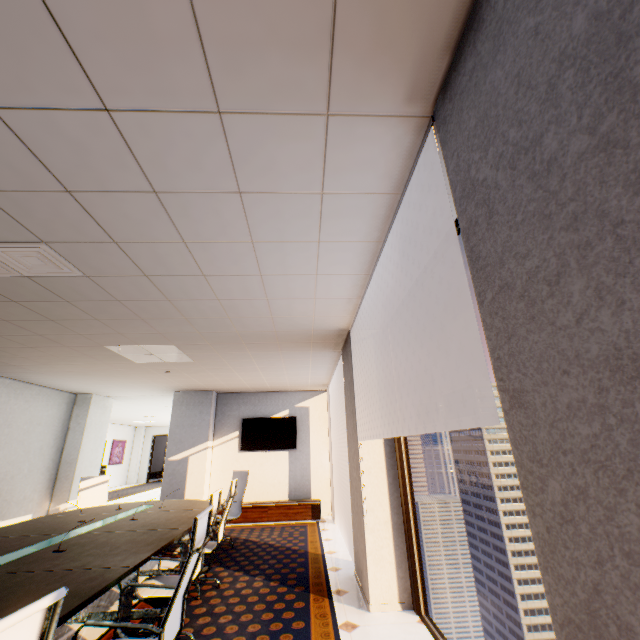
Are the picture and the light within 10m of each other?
no

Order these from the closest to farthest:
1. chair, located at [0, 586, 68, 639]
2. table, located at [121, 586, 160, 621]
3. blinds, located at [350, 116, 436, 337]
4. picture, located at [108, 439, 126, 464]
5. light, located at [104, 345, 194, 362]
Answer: chair, located at [0, 586, 68, 639] < blinds, located at [350, 116, 436, 337] < table, located at [121, 586, 160, 621] < light, located at [104, 345, 194, 362] < picture, located at [108, 439, 126, 464]

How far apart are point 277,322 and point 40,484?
7.29m

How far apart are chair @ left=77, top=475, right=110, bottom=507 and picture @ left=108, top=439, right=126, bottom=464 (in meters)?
12.45

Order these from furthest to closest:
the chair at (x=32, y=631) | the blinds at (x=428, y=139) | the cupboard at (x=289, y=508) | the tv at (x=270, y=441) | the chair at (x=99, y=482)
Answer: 1. the tv at (x=270, y=441)
2. the cupboard at (x=289, y=508)
3. the chair at (x=99, y=482)
4. the blinds at (x=428, y=139)
5. the chair at (x=32, y=631)

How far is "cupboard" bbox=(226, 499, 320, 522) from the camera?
7.3m

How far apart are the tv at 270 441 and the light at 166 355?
3.4m

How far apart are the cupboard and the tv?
1.17m
